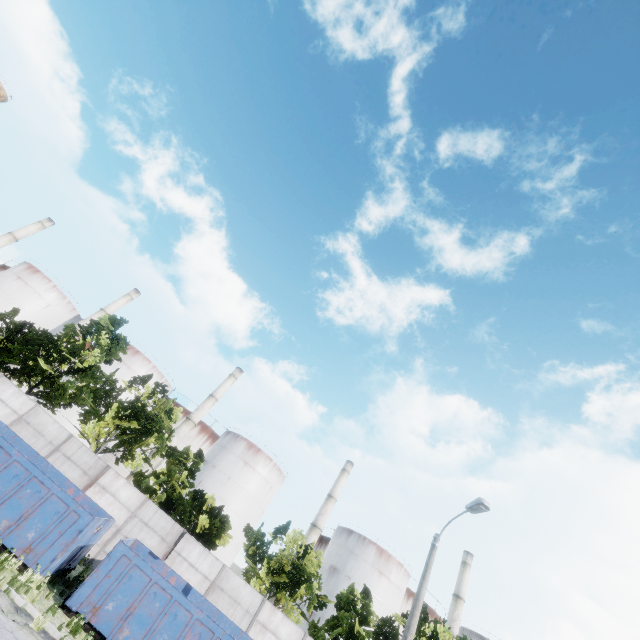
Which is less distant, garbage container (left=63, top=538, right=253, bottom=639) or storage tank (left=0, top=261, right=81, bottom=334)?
garbage container (left=63, top=538, right=253, bottom=639)

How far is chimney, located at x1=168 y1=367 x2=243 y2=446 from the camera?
46.9m

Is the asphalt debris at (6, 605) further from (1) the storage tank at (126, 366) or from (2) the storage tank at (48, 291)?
(2) the storage tank at (48, 291)

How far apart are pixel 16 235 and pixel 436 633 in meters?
77.9

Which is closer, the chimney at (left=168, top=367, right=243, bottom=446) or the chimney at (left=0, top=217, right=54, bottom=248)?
the chimney at (left=168, top=367, right=243, bottom=446)

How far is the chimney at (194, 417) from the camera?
46.9m

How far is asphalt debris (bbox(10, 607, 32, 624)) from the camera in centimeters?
850cm

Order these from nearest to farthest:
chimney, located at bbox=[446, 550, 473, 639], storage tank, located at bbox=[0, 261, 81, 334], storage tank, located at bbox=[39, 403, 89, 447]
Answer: storage tank, located at bbox=[39, 403, 89, 447] → chimney, located at bbox=[446, 550, 473, 639] → storage tank, located at bbox=[0, 261, 81, 334]
